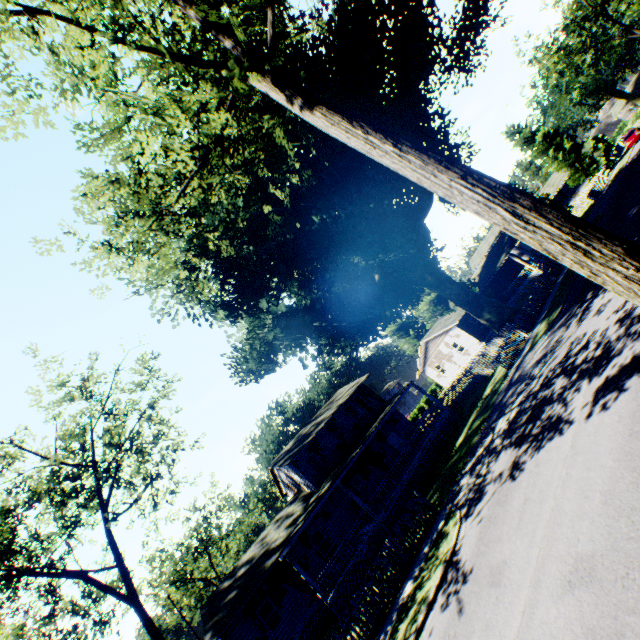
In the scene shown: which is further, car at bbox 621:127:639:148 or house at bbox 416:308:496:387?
car at bbox 621:127:639:148

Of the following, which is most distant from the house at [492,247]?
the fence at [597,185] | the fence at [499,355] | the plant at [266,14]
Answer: the fence at [499,355]

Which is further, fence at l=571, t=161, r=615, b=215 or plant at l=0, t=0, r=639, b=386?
fence at l=571, t=161, r=615, b=215

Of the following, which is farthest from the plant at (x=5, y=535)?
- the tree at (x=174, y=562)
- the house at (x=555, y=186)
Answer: the tree at (x=174, y=562)

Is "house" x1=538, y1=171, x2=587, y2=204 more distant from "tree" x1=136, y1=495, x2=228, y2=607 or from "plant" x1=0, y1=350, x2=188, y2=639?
"tree" x1=136, y1=495, x2=228, y2=607

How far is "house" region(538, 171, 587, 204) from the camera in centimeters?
5143cm

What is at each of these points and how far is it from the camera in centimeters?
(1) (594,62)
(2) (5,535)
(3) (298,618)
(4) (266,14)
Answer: (1) plant, 3900cm
(2) plant, 2058cm
(3) house, 2020cm
(4) plant, 1152cm

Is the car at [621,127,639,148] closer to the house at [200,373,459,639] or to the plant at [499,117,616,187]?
the plant at [499,117,616,187]
